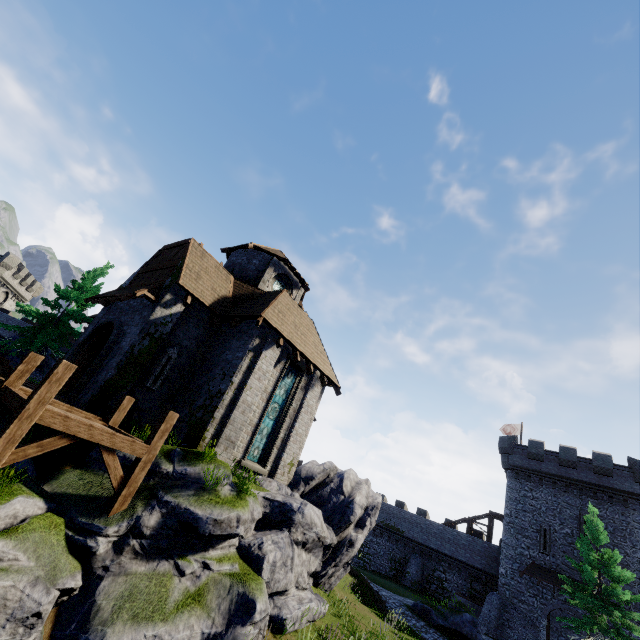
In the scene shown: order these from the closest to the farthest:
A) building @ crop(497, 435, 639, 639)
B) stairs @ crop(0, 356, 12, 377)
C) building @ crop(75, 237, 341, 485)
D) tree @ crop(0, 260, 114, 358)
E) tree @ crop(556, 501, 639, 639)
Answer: stairs @ crop(0, 356, 12, 377), building @ crop(75, 237, 341, 485), tree @ crop(556, 501, 639, 639), tree @ crop(0, 260, 114, 358), building @ crop(497, 435, 639, 639)

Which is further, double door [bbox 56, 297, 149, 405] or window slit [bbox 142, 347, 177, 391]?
window slit [bbox 142, 347, 177, 391]

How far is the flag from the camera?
39.3 meters

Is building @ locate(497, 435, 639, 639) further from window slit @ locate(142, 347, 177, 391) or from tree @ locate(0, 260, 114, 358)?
tree @ locate(0, 260, 114, 358)

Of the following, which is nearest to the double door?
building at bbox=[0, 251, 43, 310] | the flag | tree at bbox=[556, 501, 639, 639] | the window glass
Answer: the window glass

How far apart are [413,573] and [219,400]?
35.2 meters

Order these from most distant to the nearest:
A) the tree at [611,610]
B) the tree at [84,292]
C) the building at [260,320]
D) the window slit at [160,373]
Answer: the tree at [84,292]
the tree at [611,610]
the window slit at [160,373]
the building at [260,320]

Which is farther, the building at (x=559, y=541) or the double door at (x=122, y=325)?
the building at (x=559, y=541)
